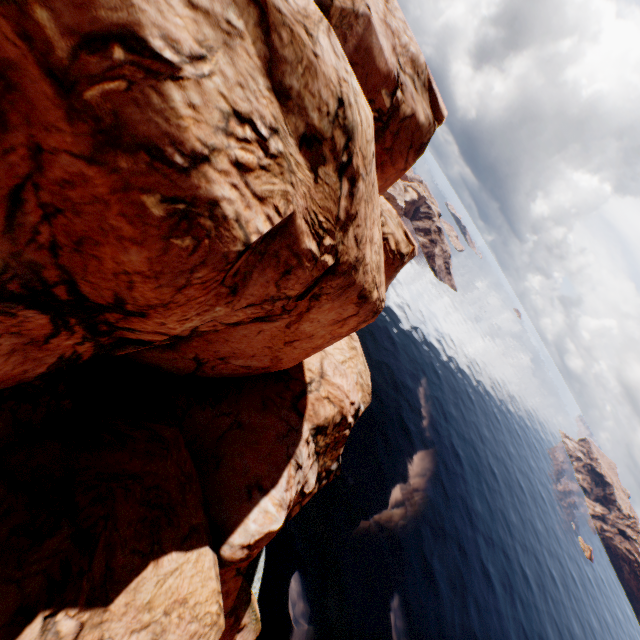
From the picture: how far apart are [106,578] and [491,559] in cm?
7288
